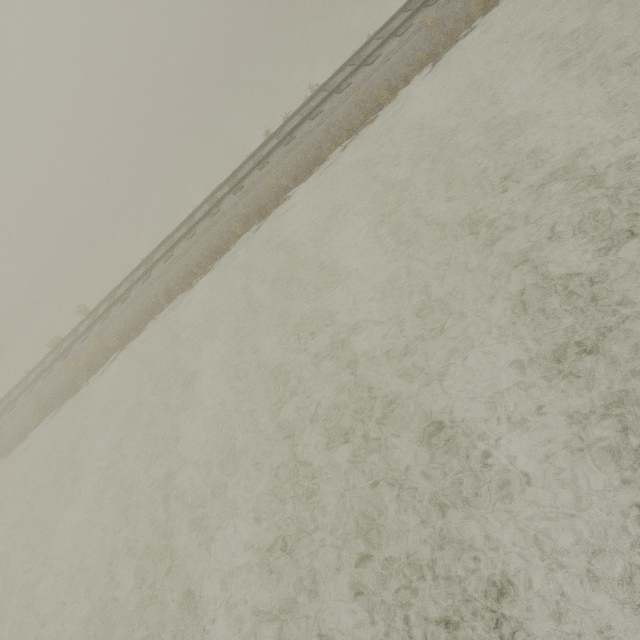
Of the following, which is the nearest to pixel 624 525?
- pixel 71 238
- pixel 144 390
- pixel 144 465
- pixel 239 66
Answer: pixel 144 465
